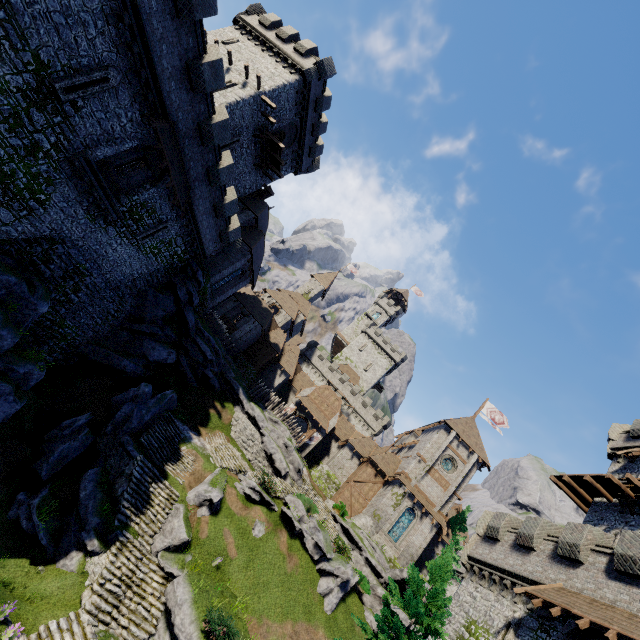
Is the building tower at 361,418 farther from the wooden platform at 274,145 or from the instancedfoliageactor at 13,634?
the instancedfoliageactor at 13,634

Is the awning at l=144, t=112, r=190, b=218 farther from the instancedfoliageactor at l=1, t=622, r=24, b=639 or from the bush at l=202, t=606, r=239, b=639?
the bush at l=202, t=606, r=239, b=639

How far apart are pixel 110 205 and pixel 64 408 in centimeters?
1426cm

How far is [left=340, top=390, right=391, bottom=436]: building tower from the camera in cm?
5791

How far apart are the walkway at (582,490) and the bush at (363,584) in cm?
1789

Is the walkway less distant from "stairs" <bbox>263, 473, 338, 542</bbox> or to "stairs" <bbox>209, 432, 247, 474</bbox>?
"stairs" <bbox>263, 473, 338, 542</bbox>

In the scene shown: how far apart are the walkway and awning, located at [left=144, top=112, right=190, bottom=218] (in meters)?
34.70

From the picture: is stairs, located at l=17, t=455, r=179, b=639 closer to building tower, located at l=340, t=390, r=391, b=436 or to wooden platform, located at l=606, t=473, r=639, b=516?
wooden platform, located at l=606, t=473, r=639, b=516
